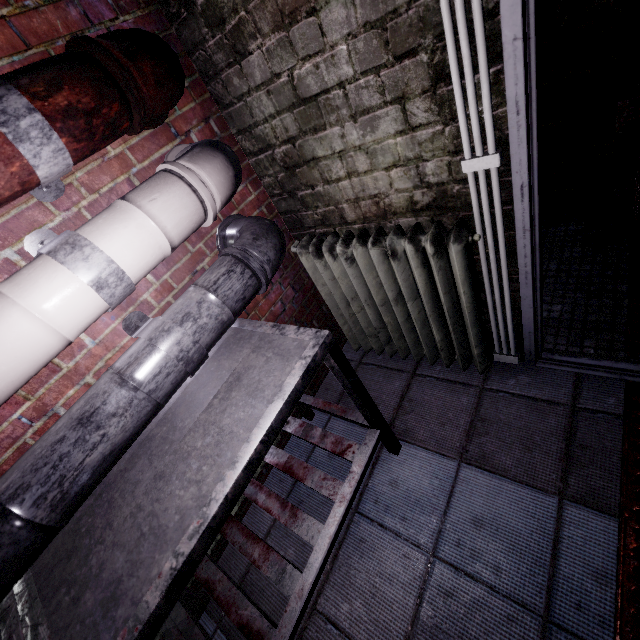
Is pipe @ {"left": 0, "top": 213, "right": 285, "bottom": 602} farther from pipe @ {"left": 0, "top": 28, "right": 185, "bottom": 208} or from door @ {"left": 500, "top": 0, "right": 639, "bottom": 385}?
door @ {"left": 500, "top": 0, "right": 639, "bottom": 385}

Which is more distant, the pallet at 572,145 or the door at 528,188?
the pallet at 572,145

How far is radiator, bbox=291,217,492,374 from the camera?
1.2 meters

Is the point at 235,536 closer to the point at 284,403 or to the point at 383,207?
the point at 284,403

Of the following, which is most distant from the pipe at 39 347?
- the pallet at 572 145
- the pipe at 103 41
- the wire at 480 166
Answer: the pallet at 572 145

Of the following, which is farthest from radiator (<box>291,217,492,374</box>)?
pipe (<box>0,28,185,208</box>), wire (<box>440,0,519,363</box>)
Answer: pipe (<box>0,28,185,208</box>)

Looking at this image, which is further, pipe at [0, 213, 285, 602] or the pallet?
the pallet

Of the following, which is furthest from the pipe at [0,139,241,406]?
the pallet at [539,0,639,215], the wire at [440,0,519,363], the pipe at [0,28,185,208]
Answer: the pallet at [539,0,639,215]
